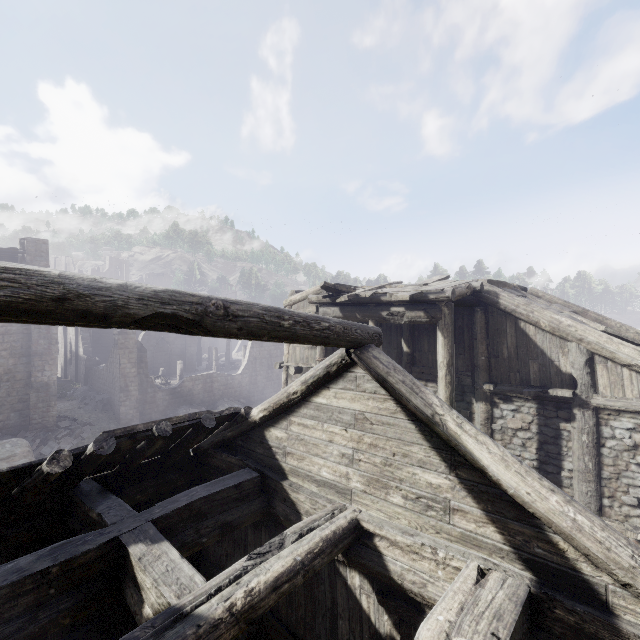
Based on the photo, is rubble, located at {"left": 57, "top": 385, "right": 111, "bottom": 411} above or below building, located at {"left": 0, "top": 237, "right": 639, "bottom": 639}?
below

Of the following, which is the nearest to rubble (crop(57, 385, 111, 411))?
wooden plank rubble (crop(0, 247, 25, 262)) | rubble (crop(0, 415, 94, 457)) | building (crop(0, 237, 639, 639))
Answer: building (crop(0, 237, 639, 639))

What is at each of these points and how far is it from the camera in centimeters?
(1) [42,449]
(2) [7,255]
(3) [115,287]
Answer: (1) rubble, 1928cm
(2) wooden plank rubble, 2366cm
(3) building, 270cm

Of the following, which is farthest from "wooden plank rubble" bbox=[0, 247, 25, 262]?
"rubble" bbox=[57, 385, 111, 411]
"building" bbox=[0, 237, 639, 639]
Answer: "rubble" bbox=[57, 385, 111, 411]

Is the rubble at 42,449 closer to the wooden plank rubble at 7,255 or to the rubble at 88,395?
the rubble at 88,395

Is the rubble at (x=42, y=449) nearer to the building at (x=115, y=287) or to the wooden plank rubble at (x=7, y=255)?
the building at (x=115, y=287)

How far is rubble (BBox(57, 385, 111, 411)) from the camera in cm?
2586

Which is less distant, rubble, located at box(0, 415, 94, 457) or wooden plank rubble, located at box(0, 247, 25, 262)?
rubble, located at box(0, 415, 94, 457)
